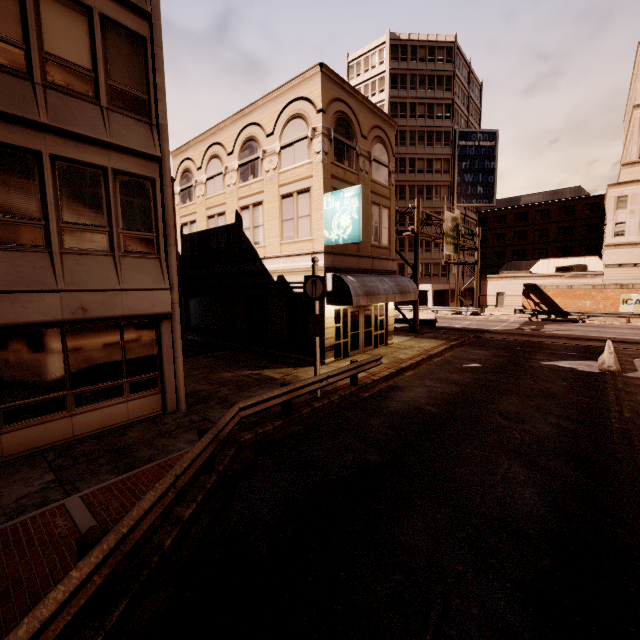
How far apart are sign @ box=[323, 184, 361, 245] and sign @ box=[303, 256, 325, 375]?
3.54m

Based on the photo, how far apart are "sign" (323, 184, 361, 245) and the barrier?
11.7 meters

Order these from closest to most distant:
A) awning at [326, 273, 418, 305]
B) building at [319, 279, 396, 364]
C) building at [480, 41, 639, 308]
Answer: awning at [326, 273, 418, 305] < building at [319, 279, 396, 364] < building at [480, 41, 639, 308]

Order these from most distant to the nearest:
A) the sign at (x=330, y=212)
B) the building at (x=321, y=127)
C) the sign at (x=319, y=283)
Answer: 1. the sign at (x=330, y=212)
2. the sign at (x=319, y=283)
3. the building at (x=321, y=127)

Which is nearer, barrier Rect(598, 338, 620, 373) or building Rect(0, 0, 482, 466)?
building Rect(0, 0, 482, 466)

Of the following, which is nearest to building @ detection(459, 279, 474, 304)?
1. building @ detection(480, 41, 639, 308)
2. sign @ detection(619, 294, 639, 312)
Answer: building @ detection(480, 41, 639, 308)

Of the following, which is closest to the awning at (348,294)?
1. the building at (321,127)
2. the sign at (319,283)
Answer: the building at (321,127)

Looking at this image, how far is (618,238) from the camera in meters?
38.8 m
